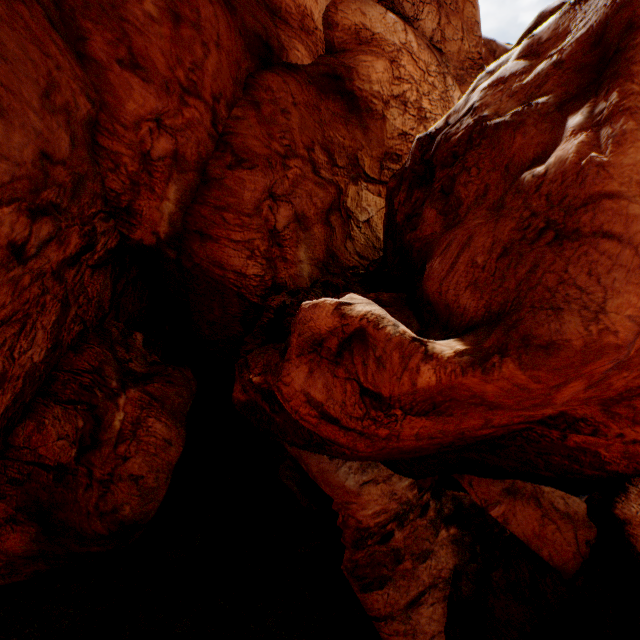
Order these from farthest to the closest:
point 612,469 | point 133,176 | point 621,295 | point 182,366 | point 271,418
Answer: point 182,366 → point 133,176 → point 271,418 → point 612,469 → point 621,295
